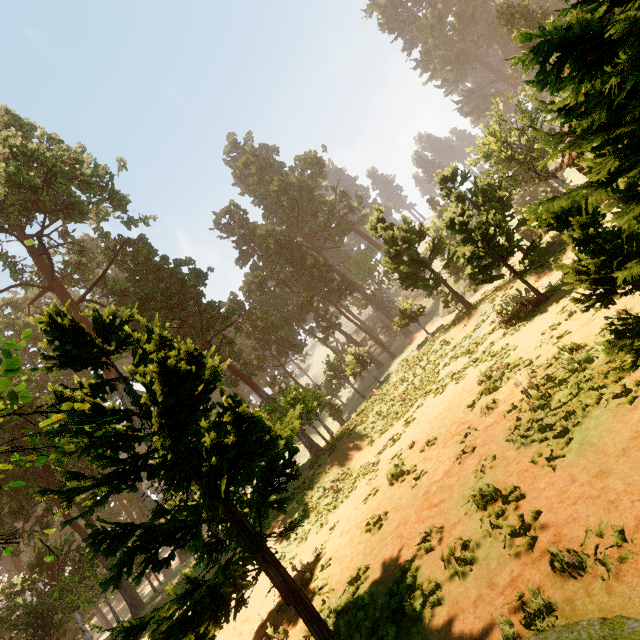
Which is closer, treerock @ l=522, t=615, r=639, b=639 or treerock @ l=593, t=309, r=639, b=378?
treerock @ l=522, t=615, r=639, b=639

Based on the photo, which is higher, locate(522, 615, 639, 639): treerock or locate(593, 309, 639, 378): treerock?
locate(593, 309, 639, 378): treerock

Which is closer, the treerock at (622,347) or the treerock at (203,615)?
the treerock at (203,615)

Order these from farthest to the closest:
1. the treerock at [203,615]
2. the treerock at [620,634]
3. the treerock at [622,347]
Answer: the treerock at [622,347] → the treerock at [620,634] → the treerock at [203,615]

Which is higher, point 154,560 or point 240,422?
point 240,422

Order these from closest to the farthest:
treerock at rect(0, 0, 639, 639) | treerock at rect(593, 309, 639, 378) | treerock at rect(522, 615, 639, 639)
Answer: treerock at rect(0, 0, 639, 639) < treerock at rect(522, 615, 639, 639) < treerock at rect(593, 309, 639, 378)
